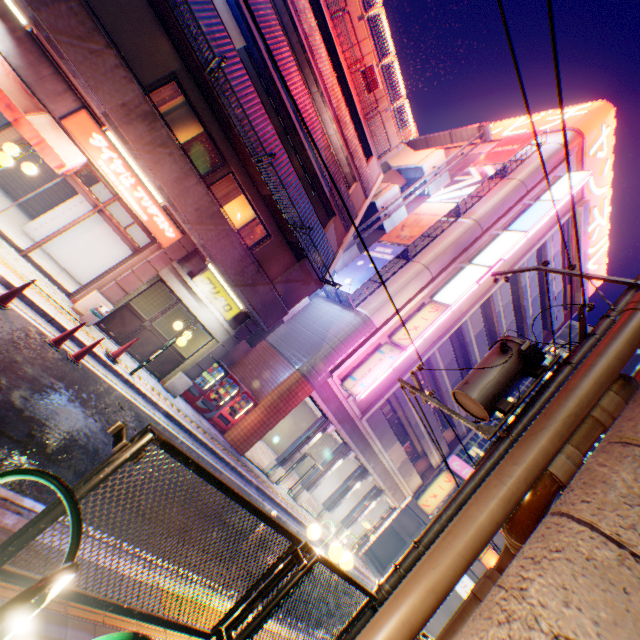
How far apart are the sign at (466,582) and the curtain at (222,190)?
32.9 meters

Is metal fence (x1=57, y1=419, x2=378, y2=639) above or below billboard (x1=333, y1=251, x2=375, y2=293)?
below

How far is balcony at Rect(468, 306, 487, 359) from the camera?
20.9m

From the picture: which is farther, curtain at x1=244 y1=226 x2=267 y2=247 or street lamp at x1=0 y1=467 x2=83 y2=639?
curtain at x1=244 y1=226 x2=267 y2=247

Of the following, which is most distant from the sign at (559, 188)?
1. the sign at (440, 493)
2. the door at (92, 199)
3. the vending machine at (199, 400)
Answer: the sign at (440, 493)

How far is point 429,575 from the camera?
1.6m

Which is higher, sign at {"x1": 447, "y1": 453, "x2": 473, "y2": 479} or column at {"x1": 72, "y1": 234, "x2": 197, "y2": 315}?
sign at {"x1": 447, "y1": 453, "x2": 473, "y2": 479}

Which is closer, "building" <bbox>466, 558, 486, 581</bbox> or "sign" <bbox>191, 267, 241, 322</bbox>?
"sign" <bbox>191, 267, 241, 322</bbox>
